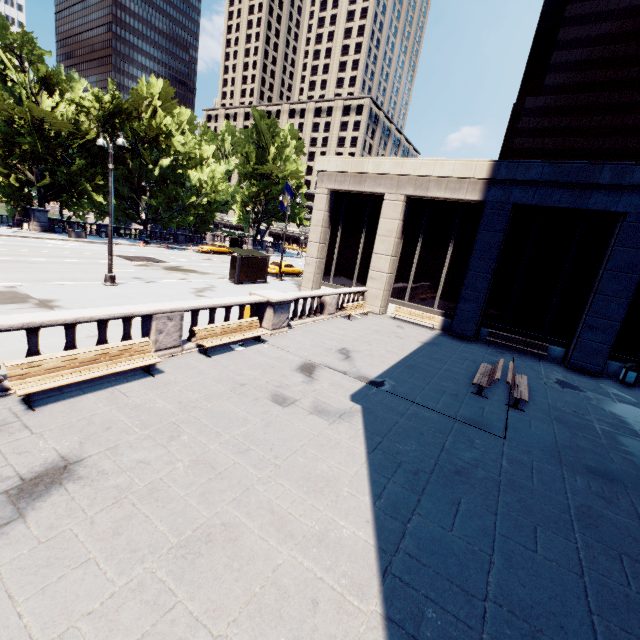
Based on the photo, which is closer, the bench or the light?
the bench

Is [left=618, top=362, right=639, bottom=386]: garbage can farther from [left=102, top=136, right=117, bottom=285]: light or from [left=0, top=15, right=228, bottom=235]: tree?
[left=0, top=15, right=228, bottom=235]: tree

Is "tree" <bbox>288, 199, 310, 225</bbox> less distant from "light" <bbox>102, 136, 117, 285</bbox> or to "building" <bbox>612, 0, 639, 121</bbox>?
"light" <bbox>102, 136, 117, 285</bbox>

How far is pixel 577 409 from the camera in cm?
1147

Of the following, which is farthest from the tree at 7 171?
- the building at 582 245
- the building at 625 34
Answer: the building at 625 34

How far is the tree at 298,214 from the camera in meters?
57.1 m

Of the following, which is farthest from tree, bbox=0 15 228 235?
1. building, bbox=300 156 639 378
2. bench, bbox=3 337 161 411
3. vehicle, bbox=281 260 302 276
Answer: bench, bbox=3 337 161 411

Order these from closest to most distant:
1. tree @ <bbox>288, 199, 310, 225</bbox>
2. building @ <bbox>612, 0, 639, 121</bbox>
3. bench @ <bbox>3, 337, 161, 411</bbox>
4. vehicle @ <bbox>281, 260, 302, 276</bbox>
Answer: bench @ <bbox>3, 337, 161, 411</bbox>, vehicle @ <bbox>281, 260, 302, 276</bbox>, tree @ <bbox>288, 199, 310, 225</bbox>, building @ <bbox>612, 0, 639, 121</bbox>
